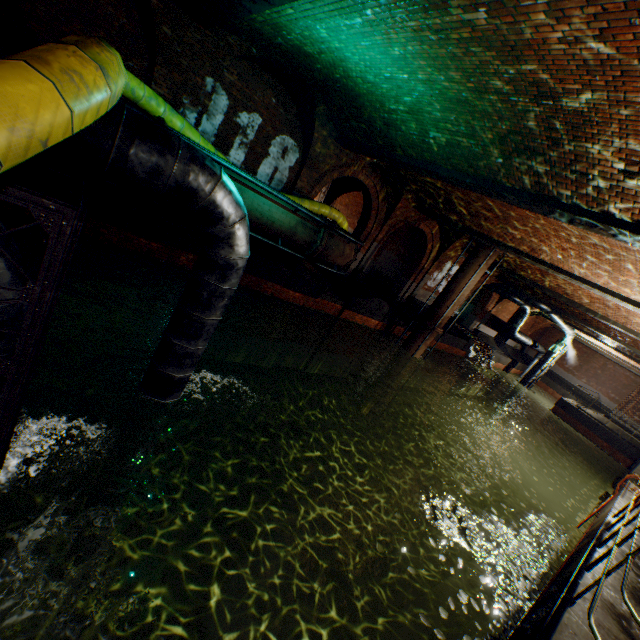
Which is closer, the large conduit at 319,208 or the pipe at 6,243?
the pipe at 6,243

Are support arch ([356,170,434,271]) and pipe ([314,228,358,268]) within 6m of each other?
yes

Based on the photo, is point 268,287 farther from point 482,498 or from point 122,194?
point 482,498

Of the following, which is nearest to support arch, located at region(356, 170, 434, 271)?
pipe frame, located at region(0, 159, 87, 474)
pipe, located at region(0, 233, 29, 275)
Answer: pipe frame, located at region(0, 159, 87, 474)

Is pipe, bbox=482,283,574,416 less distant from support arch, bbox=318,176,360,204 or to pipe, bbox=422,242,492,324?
support arch, bbox=318,176,360,204

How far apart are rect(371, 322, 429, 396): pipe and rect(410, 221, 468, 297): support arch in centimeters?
385cm

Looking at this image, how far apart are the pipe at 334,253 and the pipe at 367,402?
7.52m

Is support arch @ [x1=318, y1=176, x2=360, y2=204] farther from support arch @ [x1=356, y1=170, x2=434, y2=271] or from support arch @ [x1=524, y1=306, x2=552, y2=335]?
support arch @ [x1=524, y1=306, x2=552, y2=335]
